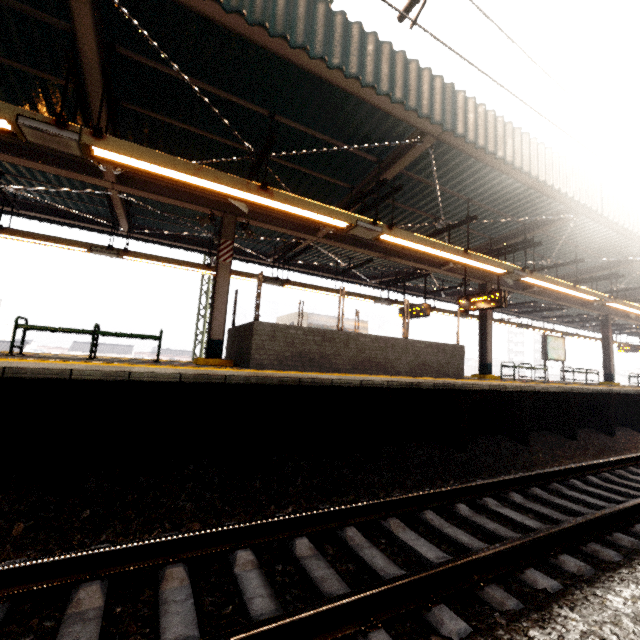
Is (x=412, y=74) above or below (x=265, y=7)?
above

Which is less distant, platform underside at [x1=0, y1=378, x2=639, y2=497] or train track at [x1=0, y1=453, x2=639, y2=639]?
train track at [x1=0, y1=453, x2=639, y2=639]

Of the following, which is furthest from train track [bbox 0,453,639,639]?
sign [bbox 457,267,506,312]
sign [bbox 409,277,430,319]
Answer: sign [bbox 409,277,430,319]

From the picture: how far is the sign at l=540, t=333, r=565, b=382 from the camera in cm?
1385

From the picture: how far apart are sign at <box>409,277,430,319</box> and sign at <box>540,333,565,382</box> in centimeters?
603cm

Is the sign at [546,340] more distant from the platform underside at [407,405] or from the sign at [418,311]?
the sign at [418,311]

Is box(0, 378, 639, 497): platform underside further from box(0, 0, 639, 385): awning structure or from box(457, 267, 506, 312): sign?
box(457, 267, 506, 312): sign

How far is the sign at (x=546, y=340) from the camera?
13.9 meters
